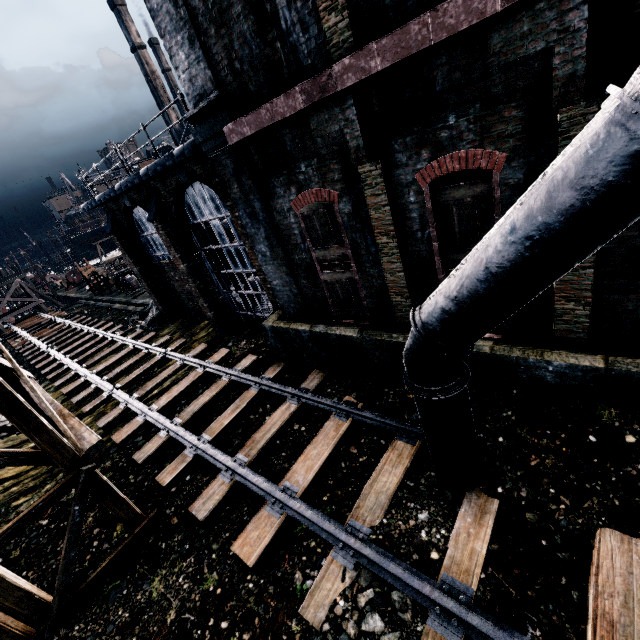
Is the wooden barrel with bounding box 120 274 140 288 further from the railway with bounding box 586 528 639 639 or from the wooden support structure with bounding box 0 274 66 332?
the railway with bounding box 586 528 639 639

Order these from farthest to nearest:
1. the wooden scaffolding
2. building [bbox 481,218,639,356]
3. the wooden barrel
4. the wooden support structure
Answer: the wooden support structure → the wooden barrel → the wooden scaffolding → building [bbox 481,218,639,356]

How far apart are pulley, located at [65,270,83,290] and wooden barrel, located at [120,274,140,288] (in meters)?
24.08

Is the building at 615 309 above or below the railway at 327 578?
above

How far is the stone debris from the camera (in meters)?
21.14

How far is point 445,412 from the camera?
5.36m

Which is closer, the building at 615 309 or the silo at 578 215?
the silo at 578 215

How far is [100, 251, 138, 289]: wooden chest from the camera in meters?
33.8
